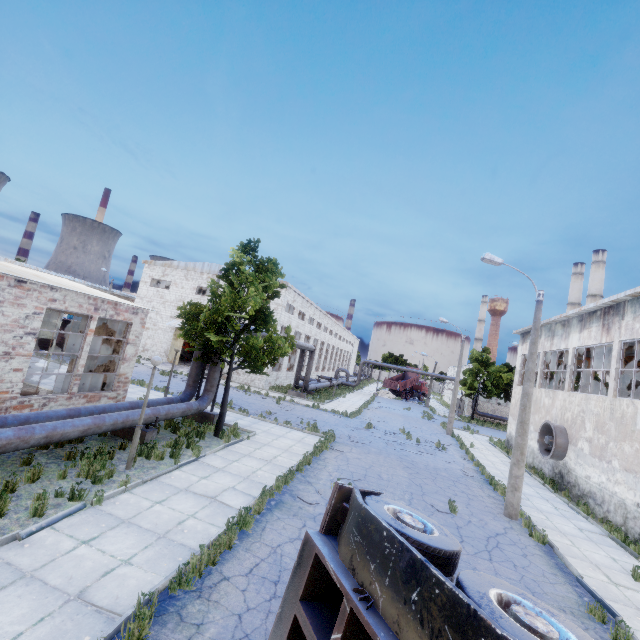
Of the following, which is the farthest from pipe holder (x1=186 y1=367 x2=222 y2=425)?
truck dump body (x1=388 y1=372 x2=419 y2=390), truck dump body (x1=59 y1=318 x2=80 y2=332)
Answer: truck dump body (x1=388 y1=372 x2=419 y2=390)

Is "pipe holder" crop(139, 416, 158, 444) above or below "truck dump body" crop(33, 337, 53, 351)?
below

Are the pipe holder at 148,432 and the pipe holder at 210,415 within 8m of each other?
yes

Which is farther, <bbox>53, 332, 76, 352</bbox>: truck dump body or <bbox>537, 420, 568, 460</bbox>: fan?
<bbox>53, 332, 76, 352</bbox>: truck dump body

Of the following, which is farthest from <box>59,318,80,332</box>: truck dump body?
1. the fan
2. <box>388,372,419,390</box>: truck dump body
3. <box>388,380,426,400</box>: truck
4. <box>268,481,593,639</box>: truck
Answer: <box>388,380,426,400</box>: truck

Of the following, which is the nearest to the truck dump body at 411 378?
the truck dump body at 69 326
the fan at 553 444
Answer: the fan at 553 444

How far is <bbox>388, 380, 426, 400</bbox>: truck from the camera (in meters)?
55.45

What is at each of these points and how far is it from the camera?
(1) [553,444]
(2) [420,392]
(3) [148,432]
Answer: (1) fan, 17.6m
(2) truck, 58.9m
(3) pipe holder, 11.9m
